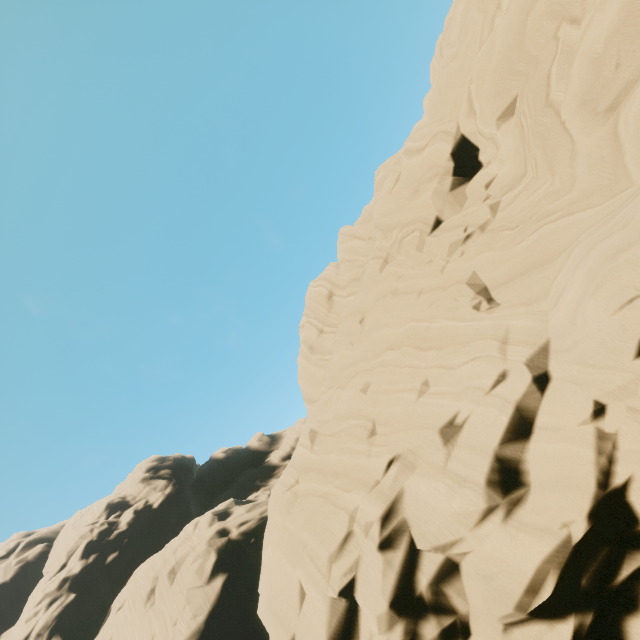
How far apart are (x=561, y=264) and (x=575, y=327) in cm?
262
